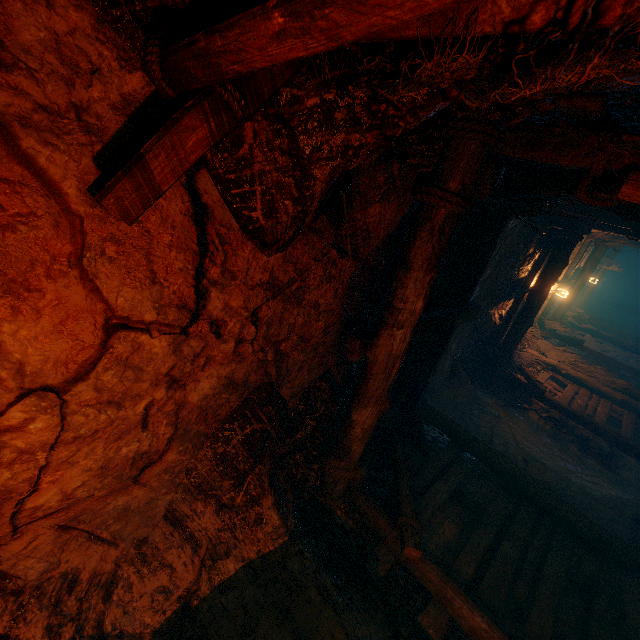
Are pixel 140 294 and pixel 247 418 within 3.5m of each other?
yes
